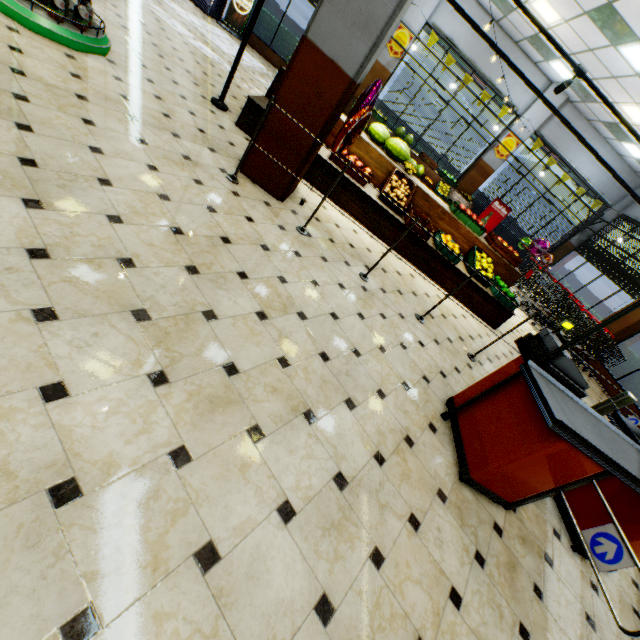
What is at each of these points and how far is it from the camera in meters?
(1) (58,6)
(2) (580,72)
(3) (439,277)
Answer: (1) packaged food, 3.4 m
(2) light truss, 4.2 m
(3) wooden stand, 6.0 m

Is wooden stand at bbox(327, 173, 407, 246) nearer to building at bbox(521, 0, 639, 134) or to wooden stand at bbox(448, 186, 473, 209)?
building at bbox(521, 0, 639, 134)

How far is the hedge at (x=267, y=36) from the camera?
11.0m

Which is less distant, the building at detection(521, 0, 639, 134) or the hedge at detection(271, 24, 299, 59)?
the building at detection(521, 0, 639, 134)

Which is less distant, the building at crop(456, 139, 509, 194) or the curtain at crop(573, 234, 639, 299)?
the curtain at crop(573, 234, 639, 299)

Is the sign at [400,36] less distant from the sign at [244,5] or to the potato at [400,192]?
the sign at [244,5]

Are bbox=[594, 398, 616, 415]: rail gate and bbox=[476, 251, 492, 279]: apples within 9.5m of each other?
yes

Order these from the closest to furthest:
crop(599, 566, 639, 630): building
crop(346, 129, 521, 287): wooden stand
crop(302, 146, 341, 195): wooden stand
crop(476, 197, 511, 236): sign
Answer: crop(599, 566, 639, 630): building
crop(302, 146, 341, 195): wooden stand
crop(346, 129, 521, 287): wooden stand
crop(476, 197, 511, 236): sign
